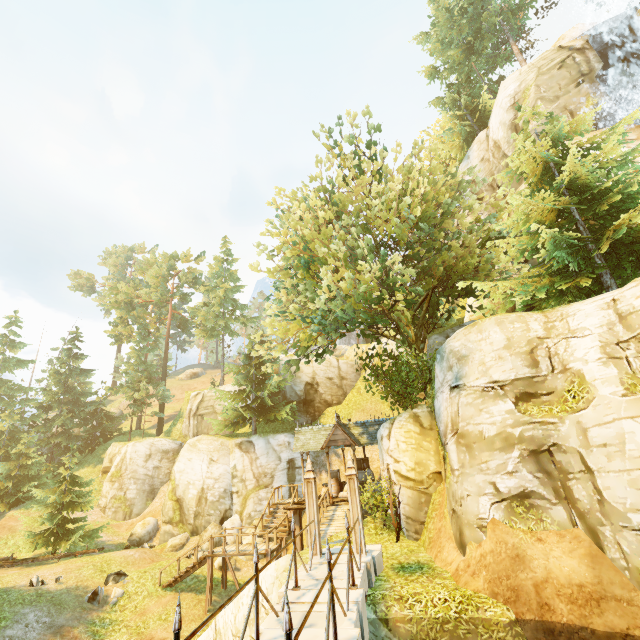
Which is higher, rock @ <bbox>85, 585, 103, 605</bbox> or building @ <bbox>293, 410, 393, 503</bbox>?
building @ <bbox>293, 410, 393, 503</bbox>

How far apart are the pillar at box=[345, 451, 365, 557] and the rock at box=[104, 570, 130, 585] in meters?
15.5

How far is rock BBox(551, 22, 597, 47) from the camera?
21.27m

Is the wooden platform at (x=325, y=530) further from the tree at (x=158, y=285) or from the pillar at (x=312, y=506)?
the tree at (x=158, y=285)

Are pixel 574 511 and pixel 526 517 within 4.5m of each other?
yes

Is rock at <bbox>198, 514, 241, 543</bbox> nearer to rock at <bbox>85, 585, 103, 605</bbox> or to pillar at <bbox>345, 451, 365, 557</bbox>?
rock at <bbox>85, 585, 103, 605</bbox>

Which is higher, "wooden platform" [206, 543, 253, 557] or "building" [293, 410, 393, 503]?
"building" [293, 410, 393, 503]

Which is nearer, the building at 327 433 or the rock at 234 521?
the building at 327 433
